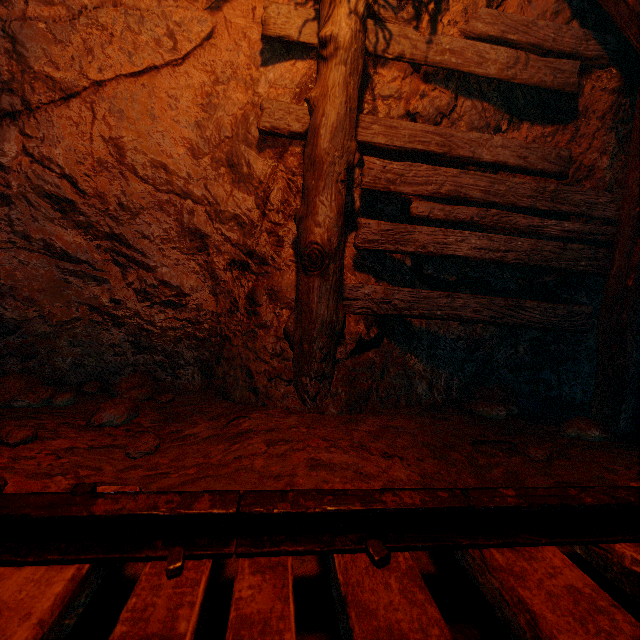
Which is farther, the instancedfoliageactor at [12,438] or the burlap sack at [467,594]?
the instancedfoliageactor at [12,438]

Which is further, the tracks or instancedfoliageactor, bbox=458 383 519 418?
instancedfoliageactor, bbox=458 383 519 418

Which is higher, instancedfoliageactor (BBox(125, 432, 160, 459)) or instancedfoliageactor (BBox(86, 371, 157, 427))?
instancedfoliageactor (BBox(125, 432, 160, 459))

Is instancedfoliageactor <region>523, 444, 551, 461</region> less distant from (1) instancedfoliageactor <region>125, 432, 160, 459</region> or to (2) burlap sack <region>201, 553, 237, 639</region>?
(2) burlap sack <region>201, 553, 237, 639</region>

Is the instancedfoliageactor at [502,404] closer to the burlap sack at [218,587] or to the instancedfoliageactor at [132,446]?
the burlap sack at [218,587]

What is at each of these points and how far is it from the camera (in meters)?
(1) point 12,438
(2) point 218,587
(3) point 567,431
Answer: (1) instancedfoliageactor, 1.44
(2) burlap sack, 0.93
(3) instancedfoliageactor, 2.32

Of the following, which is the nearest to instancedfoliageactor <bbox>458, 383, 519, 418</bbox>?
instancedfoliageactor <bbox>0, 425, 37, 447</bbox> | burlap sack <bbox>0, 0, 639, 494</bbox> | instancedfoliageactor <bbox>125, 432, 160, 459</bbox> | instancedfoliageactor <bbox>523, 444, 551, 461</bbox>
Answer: burlap sack <bbox>0, 0, 639, 494</bbox>

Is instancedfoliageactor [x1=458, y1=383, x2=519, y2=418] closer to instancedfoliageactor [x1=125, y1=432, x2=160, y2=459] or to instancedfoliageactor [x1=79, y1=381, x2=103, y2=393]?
instancedfoliageactor [x1=125, y1=432, x2=160, y2=459]
